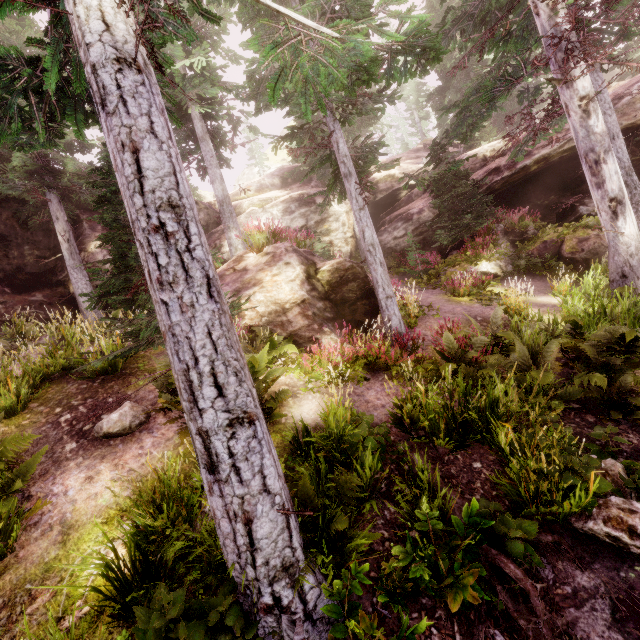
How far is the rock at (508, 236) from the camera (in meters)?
14.67

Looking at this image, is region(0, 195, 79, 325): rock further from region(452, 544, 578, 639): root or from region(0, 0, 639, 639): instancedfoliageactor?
region(452, 544, 578, 639): root

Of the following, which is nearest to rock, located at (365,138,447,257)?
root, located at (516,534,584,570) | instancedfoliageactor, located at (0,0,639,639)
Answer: instancedfoliageactor, located at (0,0,639,639)

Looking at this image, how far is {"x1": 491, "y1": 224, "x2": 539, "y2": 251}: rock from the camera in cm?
1467

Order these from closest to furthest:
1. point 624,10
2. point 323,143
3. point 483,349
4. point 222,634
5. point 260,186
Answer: point 222,634
point 483,349
point 624,10
point 323,143
point 260,186

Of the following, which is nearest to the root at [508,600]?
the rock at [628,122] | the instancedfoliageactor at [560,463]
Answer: the instancedfoliageactor at [560,463]
